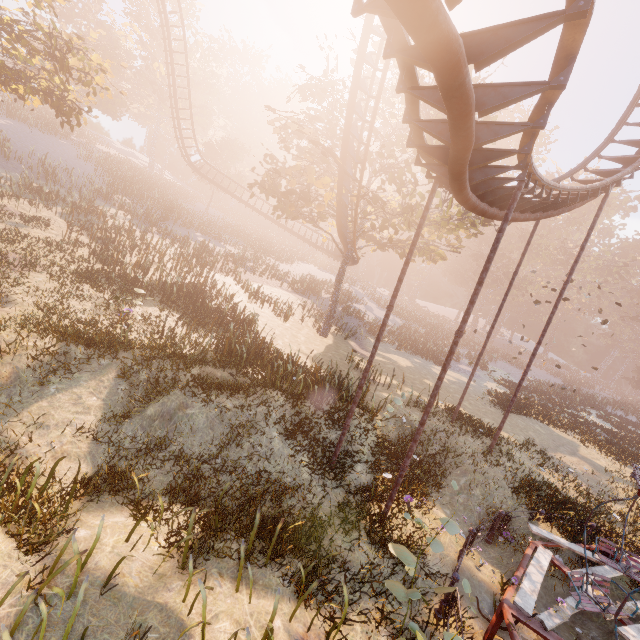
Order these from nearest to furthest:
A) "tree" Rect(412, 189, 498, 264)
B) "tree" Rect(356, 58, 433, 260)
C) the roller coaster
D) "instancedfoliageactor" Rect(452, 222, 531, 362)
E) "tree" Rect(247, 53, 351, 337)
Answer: the roller coaster, "tree" Rect(356, 58, 433, 260), "tree" Rect(247, 53, 351, 337), "tree" Rect(412, 189, 498, 264), "instancedfoliageactor" Rect(452, 222, 531, 362)

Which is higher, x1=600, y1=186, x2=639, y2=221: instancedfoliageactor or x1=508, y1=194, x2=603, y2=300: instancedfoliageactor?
x1=600, y1=186, x2=639, y2=221: instancedfoliageactor

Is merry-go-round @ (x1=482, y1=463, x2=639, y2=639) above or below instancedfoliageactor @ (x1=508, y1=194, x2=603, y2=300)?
below

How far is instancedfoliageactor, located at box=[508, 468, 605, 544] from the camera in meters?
10.5 m

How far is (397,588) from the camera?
5.55m

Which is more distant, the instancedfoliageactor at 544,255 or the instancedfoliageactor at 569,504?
the instancedfoliageactor at 544,255

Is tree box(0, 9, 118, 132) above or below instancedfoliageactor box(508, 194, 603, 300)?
below

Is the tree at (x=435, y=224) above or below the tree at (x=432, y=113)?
below
